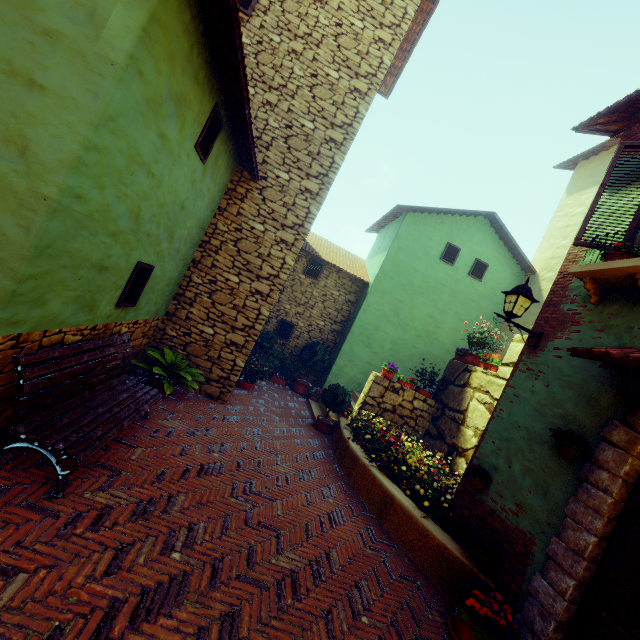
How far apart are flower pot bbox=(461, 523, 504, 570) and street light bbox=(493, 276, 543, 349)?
2.7 meters

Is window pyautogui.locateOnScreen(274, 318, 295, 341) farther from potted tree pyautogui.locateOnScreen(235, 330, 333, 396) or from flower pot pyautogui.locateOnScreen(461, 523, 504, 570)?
flower pot pyautogui.locateOnScreen(461, 523, 504, 570)

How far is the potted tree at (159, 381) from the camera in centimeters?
587cm

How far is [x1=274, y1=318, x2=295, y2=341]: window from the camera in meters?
11.7 m

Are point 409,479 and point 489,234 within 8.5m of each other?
no

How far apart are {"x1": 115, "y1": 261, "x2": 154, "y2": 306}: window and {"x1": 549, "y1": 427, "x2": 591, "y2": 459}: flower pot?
5.8 meters

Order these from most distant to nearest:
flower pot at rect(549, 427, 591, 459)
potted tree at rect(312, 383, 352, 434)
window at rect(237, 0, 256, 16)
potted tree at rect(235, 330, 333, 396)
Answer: potted tree at rect(235, 330, 333, 396)
potted tree at rect(312, 383, 352, 434)
window at rect(237, 0, 256, 16)
flower pot at rect(549, 427, 591, 459)

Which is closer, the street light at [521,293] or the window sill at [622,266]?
the window sill at [622,266]
